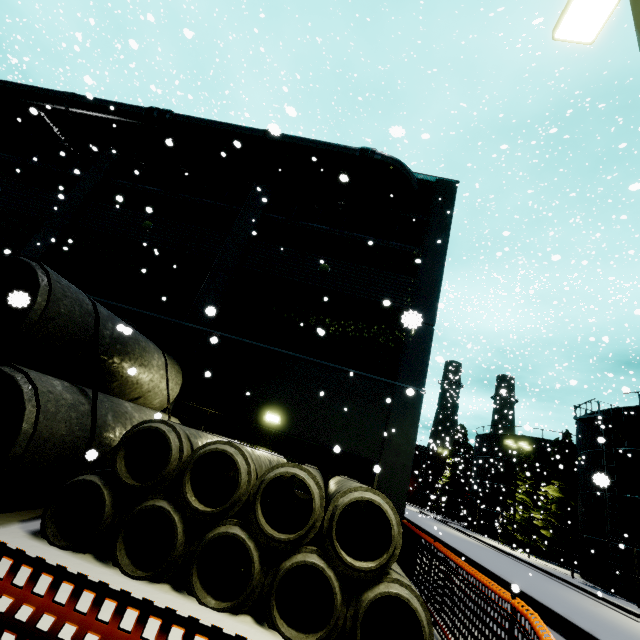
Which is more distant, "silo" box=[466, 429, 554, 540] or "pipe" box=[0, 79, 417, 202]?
"silo" box=[466, 429, 554, 540]

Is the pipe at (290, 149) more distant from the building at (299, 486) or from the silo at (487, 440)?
the silo at (487, 440)

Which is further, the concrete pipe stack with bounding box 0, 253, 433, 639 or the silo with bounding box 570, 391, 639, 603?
the silo with bounding box 570, 391, 639, 603

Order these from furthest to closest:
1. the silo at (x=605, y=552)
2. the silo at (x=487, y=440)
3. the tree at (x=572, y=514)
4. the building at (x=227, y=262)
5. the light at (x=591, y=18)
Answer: the silo at (x=487, y=440)
the tree at (x=572, y=514)
the silo at (x=605, y=552)
the building at (x=227, y=262)
the light at (x=591, y=18)

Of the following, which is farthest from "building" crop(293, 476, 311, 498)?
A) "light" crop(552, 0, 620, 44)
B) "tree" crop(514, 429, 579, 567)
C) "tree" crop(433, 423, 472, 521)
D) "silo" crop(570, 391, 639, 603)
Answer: "tree" crop(433, 423, 472, 521)

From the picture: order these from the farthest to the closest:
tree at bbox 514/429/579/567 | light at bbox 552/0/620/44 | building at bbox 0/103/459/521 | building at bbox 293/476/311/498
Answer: tree at bbox 514/429/579/567
building at bbox 0/103/459/521
building at bbox 293/476/311/498
light at bbox 552/0/620/44

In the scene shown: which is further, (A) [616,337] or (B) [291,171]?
(A) [616,337]

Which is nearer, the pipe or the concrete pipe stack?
the concrete pipe stack
